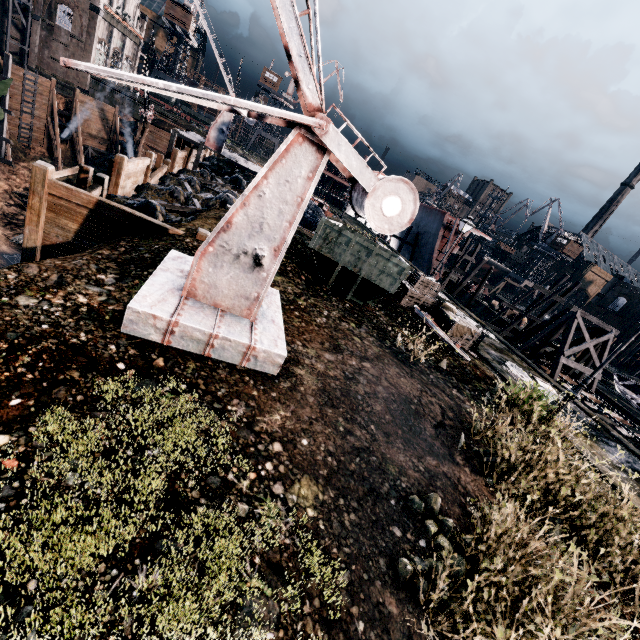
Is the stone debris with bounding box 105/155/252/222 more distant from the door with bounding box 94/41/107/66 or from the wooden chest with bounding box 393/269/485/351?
the door with bounding box 94/41/107/66

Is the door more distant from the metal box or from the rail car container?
the metal box

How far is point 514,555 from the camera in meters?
4.3

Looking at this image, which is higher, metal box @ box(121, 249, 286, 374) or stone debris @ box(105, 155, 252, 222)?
metal box @ box(121, 249, 286, 374)

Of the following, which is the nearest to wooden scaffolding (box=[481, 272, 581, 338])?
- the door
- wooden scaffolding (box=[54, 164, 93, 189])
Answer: wooden scaffolding (box=[54, 164, 93, 189])

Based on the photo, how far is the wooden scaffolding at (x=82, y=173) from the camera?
11.83m

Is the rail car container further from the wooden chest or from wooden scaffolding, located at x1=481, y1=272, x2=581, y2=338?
wooden scaffolding, located at x1=481, y1=272, x2=581, y2=338

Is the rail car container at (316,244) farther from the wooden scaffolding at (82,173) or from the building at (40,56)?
the building at (40,56)
